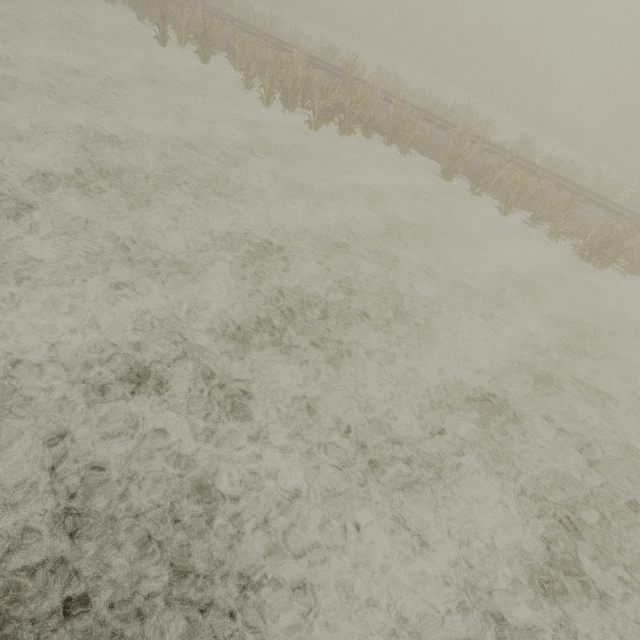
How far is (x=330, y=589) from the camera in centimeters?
333cm
